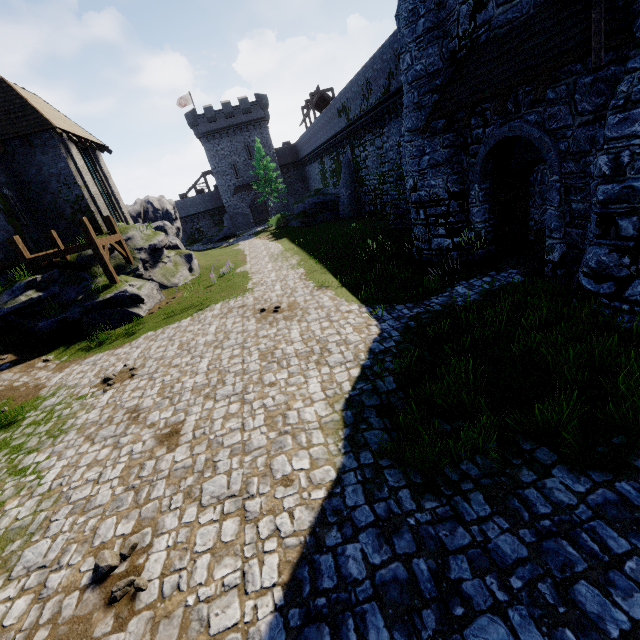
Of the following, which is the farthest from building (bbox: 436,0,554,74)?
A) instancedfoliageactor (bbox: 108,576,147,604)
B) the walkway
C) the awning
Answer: the walkway

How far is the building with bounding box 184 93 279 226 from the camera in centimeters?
4525cm

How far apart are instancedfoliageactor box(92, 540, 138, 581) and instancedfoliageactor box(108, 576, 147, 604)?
0.28m

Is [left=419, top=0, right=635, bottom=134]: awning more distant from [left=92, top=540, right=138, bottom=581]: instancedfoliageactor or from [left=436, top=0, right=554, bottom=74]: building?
[left=92, top=540, right=138, bottom=581]: instancedfoliageactor

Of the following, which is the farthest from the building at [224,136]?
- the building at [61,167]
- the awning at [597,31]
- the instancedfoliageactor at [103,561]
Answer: the instancedfoliageactor at [103,561]

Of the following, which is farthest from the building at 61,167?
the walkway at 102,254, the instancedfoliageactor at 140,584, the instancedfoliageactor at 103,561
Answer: the instancedfoliageactor at 140,584

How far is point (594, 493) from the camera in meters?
4.0 m

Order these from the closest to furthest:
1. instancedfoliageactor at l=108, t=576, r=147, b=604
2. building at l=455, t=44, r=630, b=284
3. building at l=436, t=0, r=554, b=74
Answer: instancedfoliageactor at l=108, t=576, r=147, b=604
building at l=455, t=44, r=630, b=284
building at l=436, t=0, r=554, b=74
